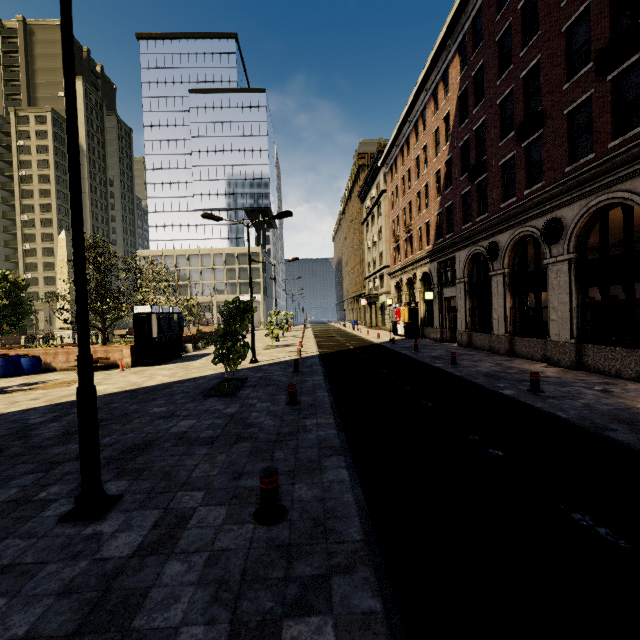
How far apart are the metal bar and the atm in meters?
15.5

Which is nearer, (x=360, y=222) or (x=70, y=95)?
(x=70, y=95)

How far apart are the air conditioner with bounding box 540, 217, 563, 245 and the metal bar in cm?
1339

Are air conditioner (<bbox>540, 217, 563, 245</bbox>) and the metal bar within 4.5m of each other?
no

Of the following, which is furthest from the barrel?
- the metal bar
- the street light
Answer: the metal bar

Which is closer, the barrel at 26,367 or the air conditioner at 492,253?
the barrel at 26,367

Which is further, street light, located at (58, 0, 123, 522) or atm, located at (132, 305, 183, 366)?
atm, located at (132, 305, 183, 366)

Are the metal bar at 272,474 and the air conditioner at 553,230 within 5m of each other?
no
